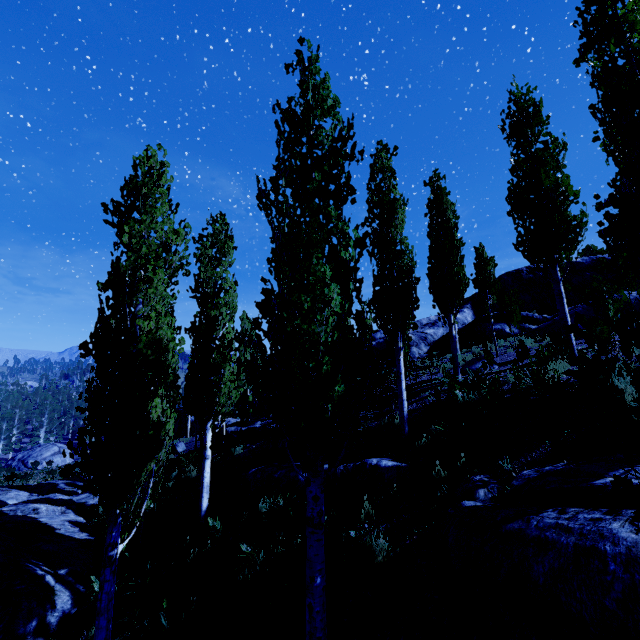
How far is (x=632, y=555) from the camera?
2.3m

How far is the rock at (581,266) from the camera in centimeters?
1631cm

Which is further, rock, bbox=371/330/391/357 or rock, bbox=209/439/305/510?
rock, bbox=371/330/391/357

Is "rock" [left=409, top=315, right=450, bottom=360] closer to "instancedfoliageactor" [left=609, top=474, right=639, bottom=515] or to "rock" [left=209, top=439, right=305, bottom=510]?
"instancedfoliageactor" [left=609, top=474, right=639, bottom=515]

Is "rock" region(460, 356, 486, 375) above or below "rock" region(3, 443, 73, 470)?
above

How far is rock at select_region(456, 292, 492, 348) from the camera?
19.7 meters

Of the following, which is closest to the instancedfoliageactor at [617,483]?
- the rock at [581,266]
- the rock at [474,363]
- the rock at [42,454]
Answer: the rock at [581,266]

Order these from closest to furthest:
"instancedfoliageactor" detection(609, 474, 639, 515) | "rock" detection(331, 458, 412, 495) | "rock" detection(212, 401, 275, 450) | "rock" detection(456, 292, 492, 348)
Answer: "instancedfoliageactor" detection(609, 474, 639, 515), "rock" detection(331, 458, 412, 495), "rock" detection(212, 401, 275, 450), "rock" detection(456, 292, 492, 348)
